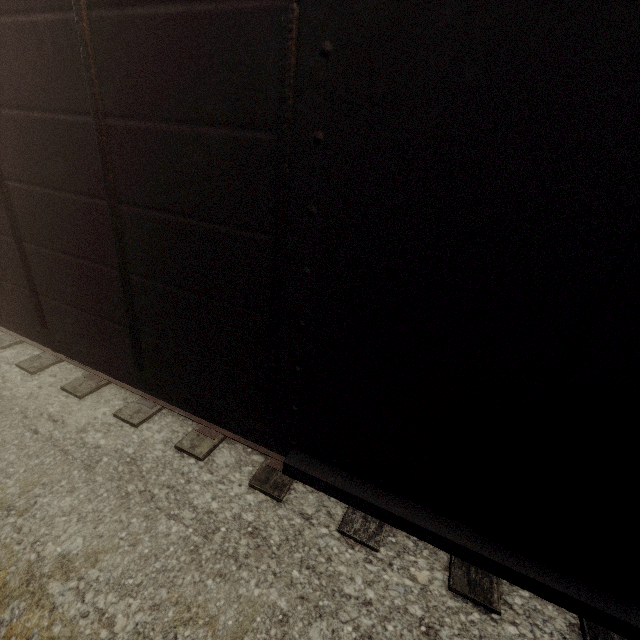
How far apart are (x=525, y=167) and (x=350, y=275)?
0.87m
